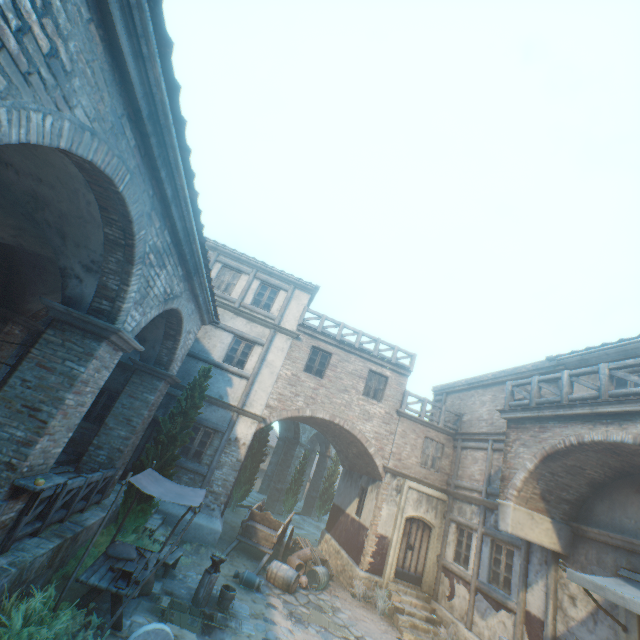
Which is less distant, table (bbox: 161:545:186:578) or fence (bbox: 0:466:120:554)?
fence (bbox: 0:466:120:554)

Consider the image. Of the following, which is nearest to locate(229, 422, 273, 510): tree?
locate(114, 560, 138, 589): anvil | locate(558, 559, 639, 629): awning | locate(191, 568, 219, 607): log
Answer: locate(191, 568, 219, 607): log

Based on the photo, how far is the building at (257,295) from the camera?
15.34m

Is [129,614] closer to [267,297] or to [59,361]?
[59,361]

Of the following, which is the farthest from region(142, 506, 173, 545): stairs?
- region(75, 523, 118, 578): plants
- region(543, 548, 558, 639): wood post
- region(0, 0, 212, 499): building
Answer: region(543, 548, 558, 639): wood post

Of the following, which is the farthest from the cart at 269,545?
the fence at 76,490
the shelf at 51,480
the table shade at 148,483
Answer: the shelf at 51,480

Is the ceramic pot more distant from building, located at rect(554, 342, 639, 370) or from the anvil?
building, located at rect(554, 342, 639, 370)

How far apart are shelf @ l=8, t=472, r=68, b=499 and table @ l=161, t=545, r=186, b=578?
4.14m
